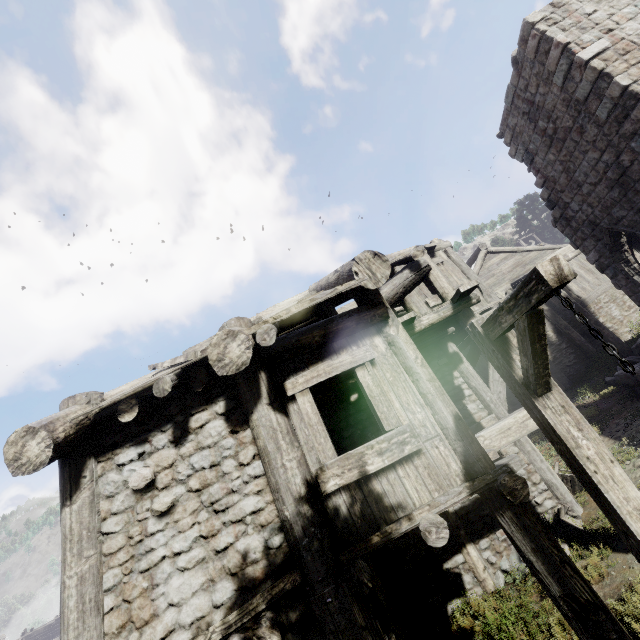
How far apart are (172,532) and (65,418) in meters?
2.0

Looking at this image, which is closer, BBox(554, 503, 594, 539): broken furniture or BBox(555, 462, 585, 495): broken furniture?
→ BBox(554, 503, 594, 539): broken furniture

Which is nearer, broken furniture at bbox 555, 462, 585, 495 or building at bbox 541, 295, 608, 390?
broken furniture at bbox 555, 462, 585, 495

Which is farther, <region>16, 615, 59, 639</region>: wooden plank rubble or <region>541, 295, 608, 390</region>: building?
<region>16, 615, 59, 639</region>: wooden plank rubble

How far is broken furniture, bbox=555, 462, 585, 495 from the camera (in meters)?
8.10

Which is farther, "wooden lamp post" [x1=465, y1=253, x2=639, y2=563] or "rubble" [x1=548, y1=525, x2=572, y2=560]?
"rubble" [x1=548, y1=525, x2=572, y2=560]

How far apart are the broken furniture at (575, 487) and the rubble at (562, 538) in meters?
1.2 m
